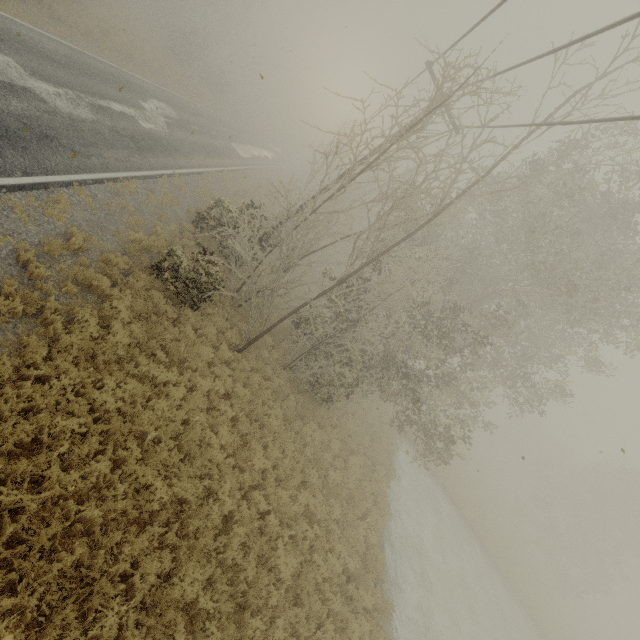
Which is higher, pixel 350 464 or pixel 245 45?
pixel 245 45
